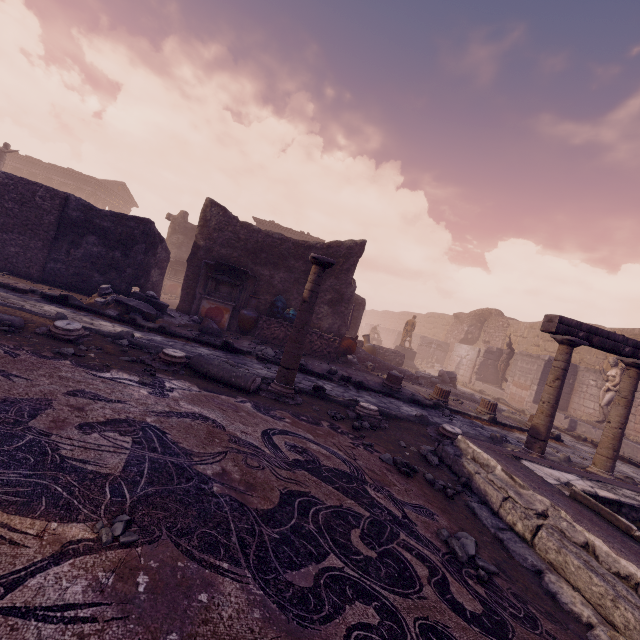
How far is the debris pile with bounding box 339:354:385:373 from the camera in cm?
1083

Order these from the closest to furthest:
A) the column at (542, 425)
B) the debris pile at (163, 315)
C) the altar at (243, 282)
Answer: the column at (542, 425) < the debris pile at (163, 315) < the altar at (243, 282)

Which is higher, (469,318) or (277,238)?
(469,318)

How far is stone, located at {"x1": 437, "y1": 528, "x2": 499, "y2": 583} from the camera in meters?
2.4

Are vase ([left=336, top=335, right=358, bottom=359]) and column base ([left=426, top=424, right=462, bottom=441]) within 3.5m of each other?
no

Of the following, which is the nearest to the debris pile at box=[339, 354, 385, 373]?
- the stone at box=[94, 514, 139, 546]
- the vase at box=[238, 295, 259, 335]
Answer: the vase at box=[238, 295, 259, 335]

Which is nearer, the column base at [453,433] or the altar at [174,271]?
the column base at [453,433]

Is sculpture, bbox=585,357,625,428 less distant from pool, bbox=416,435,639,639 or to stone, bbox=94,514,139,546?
pool, bbox=416,435,639,639
